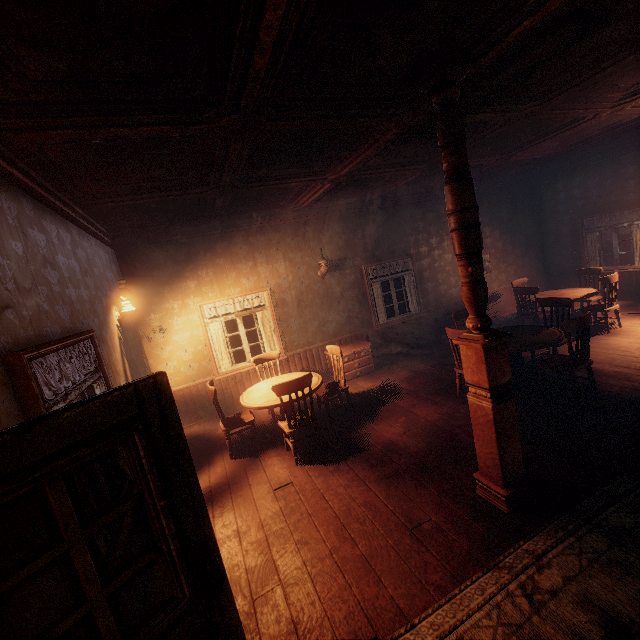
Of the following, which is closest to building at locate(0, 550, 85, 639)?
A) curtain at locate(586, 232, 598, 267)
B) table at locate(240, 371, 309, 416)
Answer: curtain at locate(586, 232, 598, 267)

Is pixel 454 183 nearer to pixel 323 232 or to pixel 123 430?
pixel 123 430

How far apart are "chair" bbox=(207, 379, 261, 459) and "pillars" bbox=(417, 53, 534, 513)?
3.2m

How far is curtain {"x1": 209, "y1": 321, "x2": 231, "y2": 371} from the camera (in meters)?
6.72

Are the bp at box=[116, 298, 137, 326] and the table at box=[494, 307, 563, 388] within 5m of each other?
no

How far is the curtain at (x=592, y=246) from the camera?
9.0 meters

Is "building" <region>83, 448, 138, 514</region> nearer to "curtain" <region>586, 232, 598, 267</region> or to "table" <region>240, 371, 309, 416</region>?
"curtain" <region>586, 232, 598, 267</region>

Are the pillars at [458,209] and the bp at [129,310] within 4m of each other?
no
